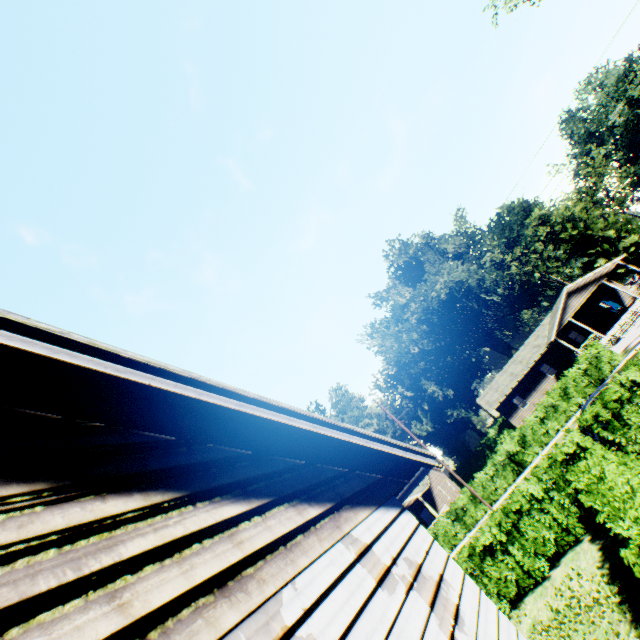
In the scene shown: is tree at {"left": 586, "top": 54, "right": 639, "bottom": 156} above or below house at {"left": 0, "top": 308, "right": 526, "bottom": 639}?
above

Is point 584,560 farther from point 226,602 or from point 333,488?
point 226,602

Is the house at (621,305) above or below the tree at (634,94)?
below

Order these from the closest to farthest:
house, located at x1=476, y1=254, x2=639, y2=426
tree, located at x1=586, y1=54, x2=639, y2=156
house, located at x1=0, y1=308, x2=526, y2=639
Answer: house, located at x1=0, y1=308, x2=526, y2=639 < tree, located at x1=586, y1=54, x2=639, y2=156 < house, located at x1=476, y1=254, x2=639, y2=426

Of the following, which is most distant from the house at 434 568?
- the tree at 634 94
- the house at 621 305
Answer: the house at 621 305

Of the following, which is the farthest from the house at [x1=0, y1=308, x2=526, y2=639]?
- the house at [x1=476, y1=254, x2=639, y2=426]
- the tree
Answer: the house at [x1=476, y1=254, x2=639, y2=426]
